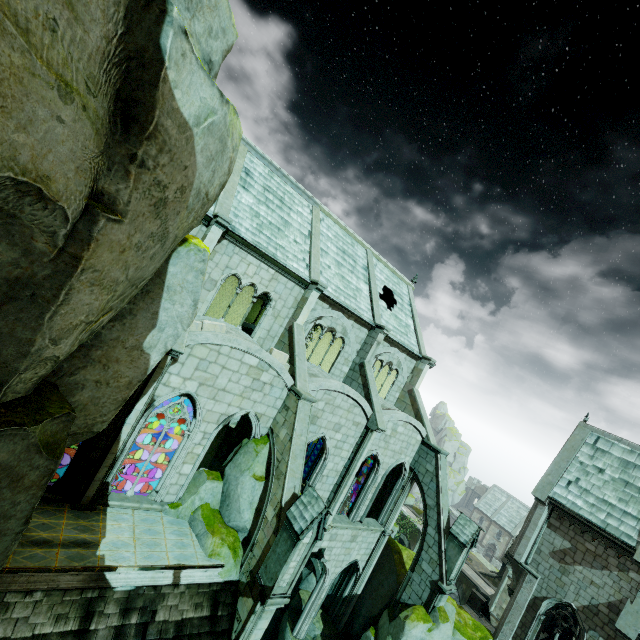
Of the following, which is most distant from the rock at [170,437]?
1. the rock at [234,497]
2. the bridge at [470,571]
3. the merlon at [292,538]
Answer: the bridge at [470,571]

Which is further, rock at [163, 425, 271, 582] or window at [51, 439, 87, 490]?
rock at [163, 425, 271, 582]

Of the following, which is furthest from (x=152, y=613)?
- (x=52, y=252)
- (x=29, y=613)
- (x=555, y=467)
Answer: (x=555, y=467)

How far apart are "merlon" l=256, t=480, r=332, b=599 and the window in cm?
720

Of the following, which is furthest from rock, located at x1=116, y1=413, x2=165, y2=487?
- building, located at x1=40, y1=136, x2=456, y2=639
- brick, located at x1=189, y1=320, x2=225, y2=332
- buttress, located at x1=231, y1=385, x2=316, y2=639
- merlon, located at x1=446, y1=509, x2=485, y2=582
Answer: buttress, located at x1=231, y1=385, x2=316, y2=639

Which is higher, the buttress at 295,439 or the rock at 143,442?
the buttress at 295,439

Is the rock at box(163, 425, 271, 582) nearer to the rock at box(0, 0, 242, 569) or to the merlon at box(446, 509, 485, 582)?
the rock at box(0, 0, 242, 569)

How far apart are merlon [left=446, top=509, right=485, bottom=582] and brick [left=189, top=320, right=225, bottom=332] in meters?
16.8 m
